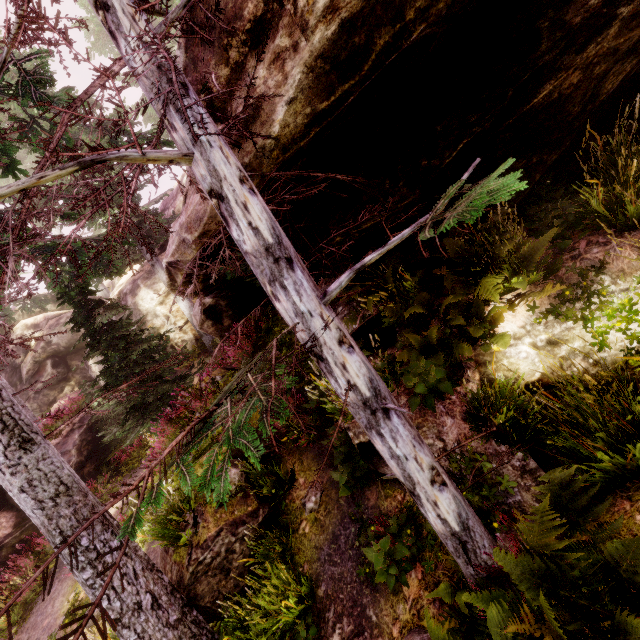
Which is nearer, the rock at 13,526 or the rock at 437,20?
the rock at 437,20

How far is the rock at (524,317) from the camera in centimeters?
436cm

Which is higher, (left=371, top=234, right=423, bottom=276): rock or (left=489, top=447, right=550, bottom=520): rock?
(left=371, top=234, right=423, bottom=276): rock

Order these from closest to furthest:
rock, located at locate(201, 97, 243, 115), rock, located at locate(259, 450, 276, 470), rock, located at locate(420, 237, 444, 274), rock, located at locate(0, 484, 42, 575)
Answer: rock, located at locate(201, 97, 243, 115) → rock, located at locate(420, 237, 444, 274) → rock, located at locate(259, 450, 276, 470) → rock, located at locate(0, 484, 42, 575)

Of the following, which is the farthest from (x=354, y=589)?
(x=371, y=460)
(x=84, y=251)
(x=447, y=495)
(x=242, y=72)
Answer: (x=84, y=251)

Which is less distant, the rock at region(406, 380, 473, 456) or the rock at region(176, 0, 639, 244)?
the rock at region(176, 0, 639, 244)
